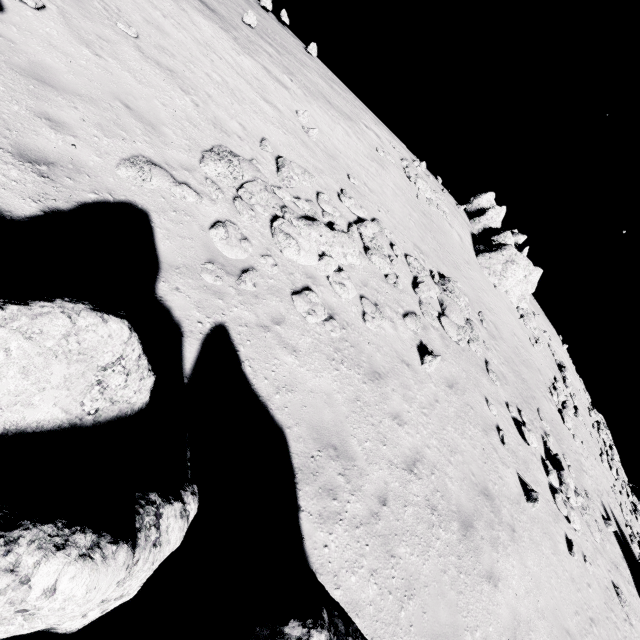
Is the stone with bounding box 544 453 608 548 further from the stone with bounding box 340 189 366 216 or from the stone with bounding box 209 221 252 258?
the stone with bounding box 209 221 252 258

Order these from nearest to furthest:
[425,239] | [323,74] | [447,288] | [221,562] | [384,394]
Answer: [221,562] → [384,394] → [447,288] → [425,239] → [323,74]

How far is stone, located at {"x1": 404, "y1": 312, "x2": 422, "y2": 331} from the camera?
10.9 meters

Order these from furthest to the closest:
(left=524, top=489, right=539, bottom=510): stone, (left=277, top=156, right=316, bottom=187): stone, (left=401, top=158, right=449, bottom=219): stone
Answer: (left=401, top=158, right=449, bottom=219): stone, (left=524, top=489, right=539, bottom=510): stone, (left=277, top=156, right=316, bottom=187): stone

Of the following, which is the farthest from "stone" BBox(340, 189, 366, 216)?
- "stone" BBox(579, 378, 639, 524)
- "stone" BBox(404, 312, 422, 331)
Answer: "stone" BBox(579, 378, 639, 524)

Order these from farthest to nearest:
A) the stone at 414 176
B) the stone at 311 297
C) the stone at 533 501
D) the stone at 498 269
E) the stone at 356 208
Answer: the stone at 498 269
the stone at 414 176
the stone at 356 208
the stone at 533 501
the stone at 311 297

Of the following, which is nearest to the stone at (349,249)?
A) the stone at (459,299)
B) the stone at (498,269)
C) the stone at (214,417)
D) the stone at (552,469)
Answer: the stone at (459,299)

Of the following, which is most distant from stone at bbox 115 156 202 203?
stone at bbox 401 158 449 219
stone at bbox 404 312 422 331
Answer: stone at bbox 401 158 449 219
